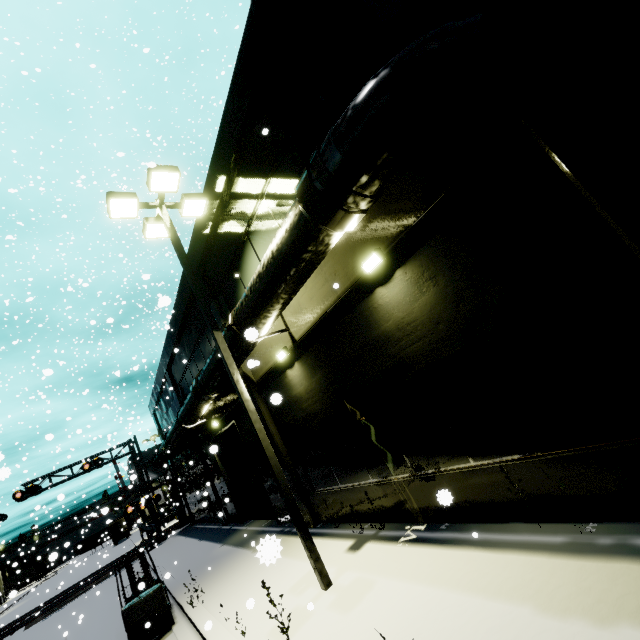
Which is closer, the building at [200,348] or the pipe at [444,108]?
the pipe at [444,108]

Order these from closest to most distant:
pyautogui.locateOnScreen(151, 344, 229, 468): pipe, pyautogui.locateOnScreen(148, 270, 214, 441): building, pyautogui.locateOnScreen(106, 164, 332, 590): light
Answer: pyautogui.locateOnScreen(106, 164, 332, 590): light
pyautogui.locateOnScreen(151, 344, 229, 468): pipe
pyautogui.locateOnScreen(148, 270, 214, 441): building

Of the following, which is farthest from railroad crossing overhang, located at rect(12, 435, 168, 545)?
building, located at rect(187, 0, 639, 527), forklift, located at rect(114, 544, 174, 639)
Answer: forklift, located at rect(114, 544, 174, 639)

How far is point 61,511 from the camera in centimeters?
2186cm

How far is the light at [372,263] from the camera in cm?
585

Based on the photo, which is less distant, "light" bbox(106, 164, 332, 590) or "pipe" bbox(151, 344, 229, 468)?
"light" bbox(106, 164, 332, 590)

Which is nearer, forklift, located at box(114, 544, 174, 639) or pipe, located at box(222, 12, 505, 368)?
pipe, located at box(222, 12, 505, 368)
